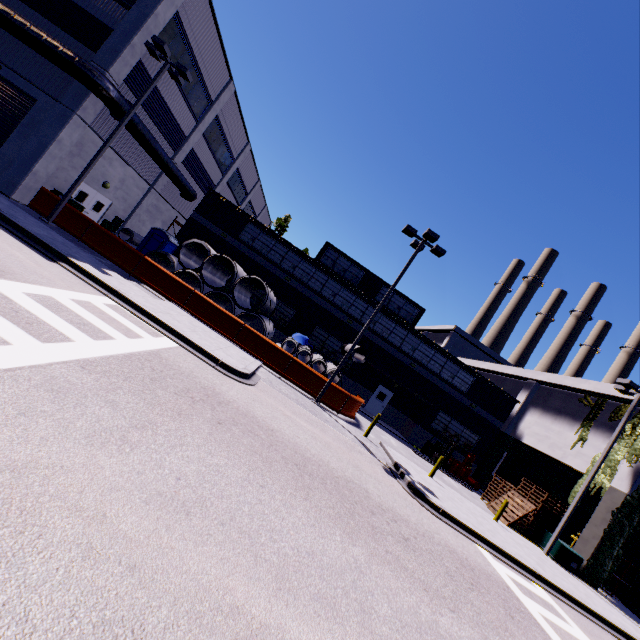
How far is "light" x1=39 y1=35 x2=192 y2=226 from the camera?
15.26m

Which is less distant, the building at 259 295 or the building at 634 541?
the building at 634 541

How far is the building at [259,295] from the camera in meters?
25.2

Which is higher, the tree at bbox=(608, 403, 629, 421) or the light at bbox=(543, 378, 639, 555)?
the light at bbox=(543, 378, 639, 555)

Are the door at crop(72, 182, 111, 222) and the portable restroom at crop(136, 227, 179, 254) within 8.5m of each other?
yes

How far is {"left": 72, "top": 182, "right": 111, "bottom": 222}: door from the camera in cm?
1850

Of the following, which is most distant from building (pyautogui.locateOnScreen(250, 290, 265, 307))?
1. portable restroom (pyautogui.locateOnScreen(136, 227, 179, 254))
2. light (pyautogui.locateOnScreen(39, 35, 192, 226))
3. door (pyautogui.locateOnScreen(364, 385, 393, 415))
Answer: portable restroom (pyautogui.locateOnScreen(136, 227, 179, 254))

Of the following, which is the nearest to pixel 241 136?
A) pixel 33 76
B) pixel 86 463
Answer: pixel 33 76
